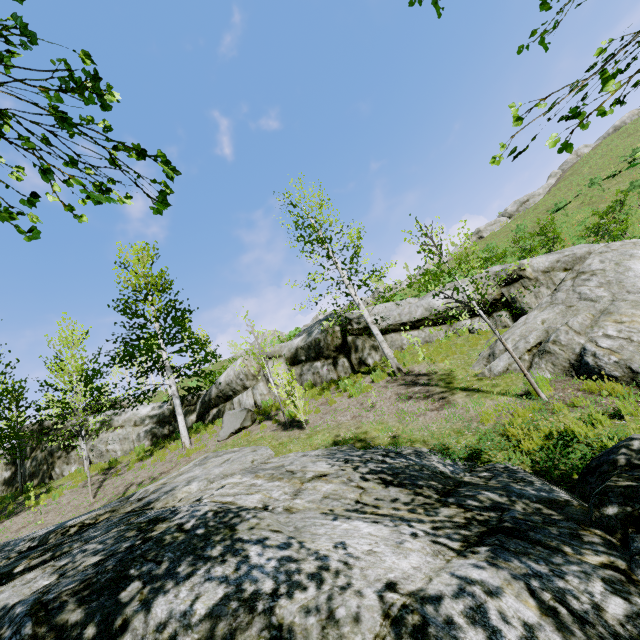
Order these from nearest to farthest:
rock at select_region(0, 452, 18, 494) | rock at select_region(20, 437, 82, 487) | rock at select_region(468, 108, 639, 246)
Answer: rock at select_region(20, 437, 82, 487) < rock at select_region(0, 452, 18, 494) < rock at select_region(468, 108, 639, 246)

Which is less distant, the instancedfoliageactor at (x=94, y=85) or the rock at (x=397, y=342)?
the instancedfoliageactor at (x=94, y=85)

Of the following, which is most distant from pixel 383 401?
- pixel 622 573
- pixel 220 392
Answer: pixel 220 392

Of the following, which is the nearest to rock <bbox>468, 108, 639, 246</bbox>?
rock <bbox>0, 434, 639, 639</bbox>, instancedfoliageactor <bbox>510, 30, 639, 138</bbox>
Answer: rock <bbox>0, 434, 639, 639</bbox>

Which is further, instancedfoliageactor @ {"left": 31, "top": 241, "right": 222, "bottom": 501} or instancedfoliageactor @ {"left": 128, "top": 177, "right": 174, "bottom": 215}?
instancedfoliageactor @ {"left": 31, "top": 241, "right": 222, "bottom": 501}

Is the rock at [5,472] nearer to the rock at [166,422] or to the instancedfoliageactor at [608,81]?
the rock at [166,422]

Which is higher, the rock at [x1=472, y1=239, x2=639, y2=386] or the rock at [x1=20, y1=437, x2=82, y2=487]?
the rock at [x1=20, y1=437, x2=82, y2=487]
